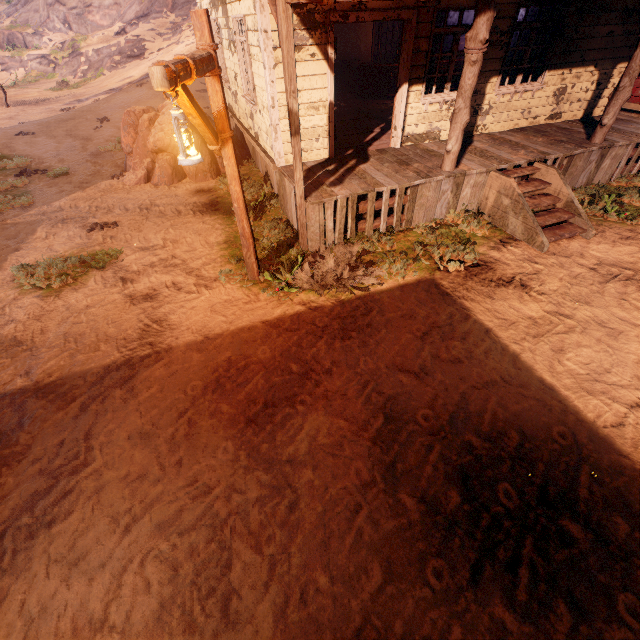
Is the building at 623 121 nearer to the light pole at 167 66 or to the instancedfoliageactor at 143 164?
the instancedfoliageactor at 143 164

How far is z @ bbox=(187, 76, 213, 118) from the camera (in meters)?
16.21

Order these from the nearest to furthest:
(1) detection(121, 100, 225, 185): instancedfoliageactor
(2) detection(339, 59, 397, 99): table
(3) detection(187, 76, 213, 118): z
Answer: (1) detection(121, 100, 225, 185): instancedfoliageactor → (2) detection(339, 59, 397, 99): table → (3) detection(187, 76, 213, 118): z

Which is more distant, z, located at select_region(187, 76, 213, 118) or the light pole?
z, located at select_region(187, 76, 213, 118)

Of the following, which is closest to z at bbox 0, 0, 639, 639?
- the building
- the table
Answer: the building

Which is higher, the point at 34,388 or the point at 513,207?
the point at 513,207

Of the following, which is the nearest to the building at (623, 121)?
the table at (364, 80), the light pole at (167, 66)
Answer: the table at (364, 80)

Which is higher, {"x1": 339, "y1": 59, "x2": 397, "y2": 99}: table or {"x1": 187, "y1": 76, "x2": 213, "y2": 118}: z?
{"x1": 339, "y1": 59, "x2": 397, "y2": 99}: table
